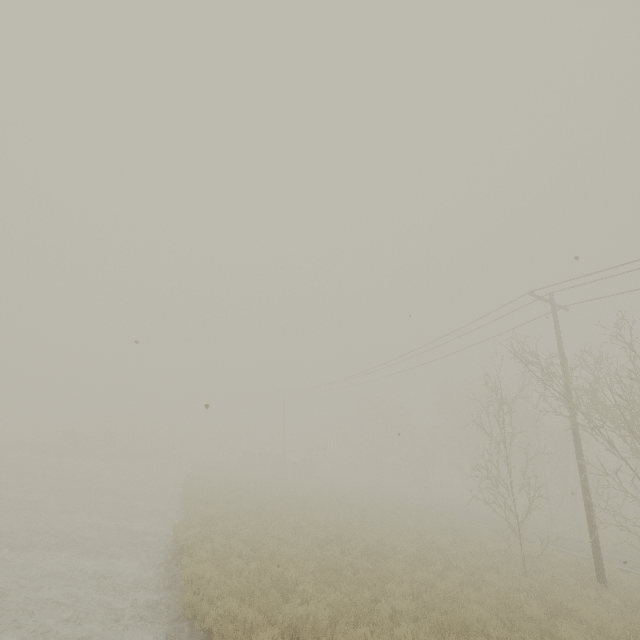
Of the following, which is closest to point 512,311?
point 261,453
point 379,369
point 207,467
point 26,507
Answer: point 379,369

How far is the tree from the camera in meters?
57.6

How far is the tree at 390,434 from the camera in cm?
5756
